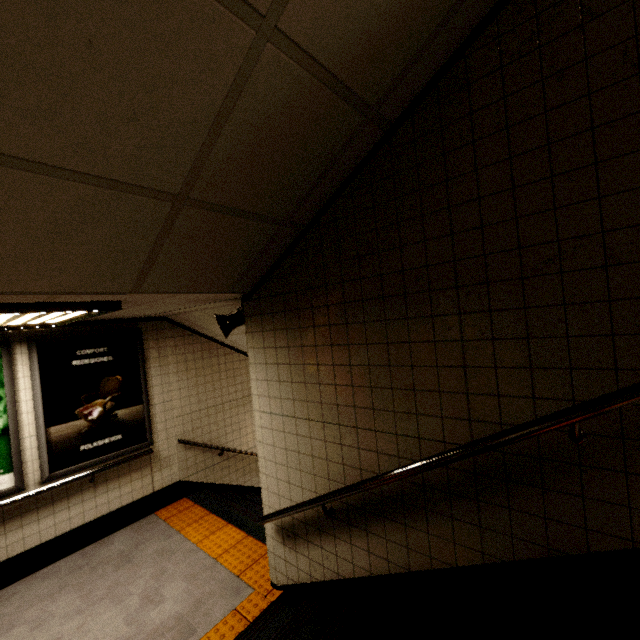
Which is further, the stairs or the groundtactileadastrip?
the groundtactileadastrip

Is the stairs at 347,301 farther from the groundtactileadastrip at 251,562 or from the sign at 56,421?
the sign at 56,421

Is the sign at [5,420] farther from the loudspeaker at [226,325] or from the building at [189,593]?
the loudspeaker at [226,325]

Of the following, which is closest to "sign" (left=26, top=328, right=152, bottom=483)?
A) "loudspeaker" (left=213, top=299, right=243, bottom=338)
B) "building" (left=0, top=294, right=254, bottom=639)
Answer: "building" (left=0, top=294, right=254, bottom=639)

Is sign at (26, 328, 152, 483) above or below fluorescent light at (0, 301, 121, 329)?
below

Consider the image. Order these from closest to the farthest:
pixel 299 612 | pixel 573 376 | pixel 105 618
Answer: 1. pixel 573 376
2. pixel 299 612
3. pixel 105 618

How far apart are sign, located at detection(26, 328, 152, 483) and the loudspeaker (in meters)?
2.15

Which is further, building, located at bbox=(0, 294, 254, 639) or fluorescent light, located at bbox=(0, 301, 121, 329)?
building, located at bbox=(0, 294, 254, 639)
